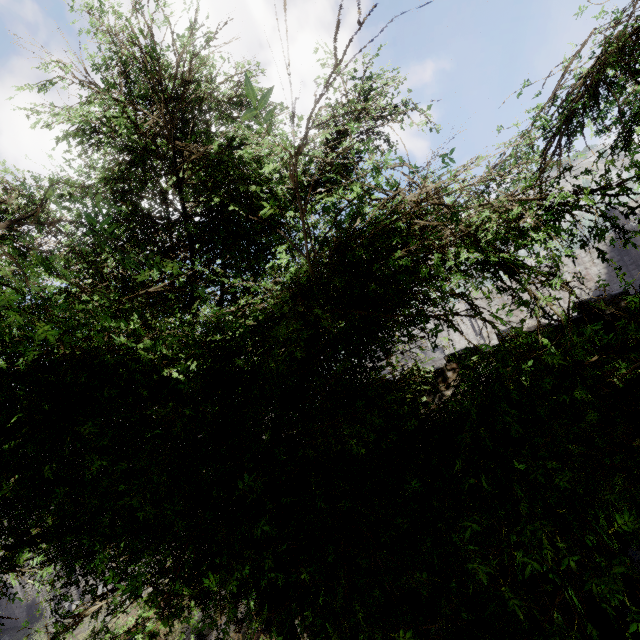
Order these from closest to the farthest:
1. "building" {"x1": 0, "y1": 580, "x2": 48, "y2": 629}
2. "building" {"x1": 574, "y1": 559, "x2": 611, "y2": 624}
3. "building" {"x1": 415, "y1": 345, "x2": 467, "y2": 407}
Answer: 1. "building" {"x1": 574, "y1": 559, "x2": 611, "y2": 624}
2. "building" {"x1": 415, "y1": 345, "x2": 467, "y2": 407}
3. "building" {"x1": 0, "y1": 580, "x2": 48, "y2": 629}

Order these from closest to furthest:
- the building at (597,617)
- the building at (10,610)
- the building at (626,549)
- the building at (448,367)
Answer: the building at (626,549), the building at (597,617), the building at (448,367), the building at (10,610)

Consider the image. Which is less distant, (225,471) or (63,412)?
(63,412)

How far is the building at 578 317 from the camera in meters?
7.0 m

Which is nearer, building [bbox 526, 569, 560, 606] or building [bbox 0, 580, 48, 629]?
building [bbox 526, 569, 560, 606]
